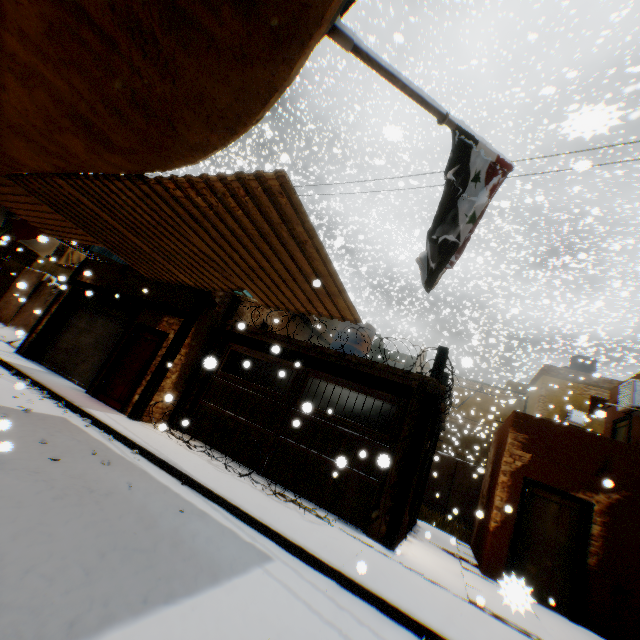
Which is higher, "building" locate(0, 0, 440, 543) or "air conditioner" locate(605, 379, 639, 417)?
"air conditioner" locate(605, 379, 639, 417)

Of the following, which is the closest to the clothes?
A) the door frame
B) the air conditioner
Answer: the door frame

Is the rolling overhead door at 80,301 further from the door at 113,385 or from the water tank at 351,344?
the water tank at 351,344

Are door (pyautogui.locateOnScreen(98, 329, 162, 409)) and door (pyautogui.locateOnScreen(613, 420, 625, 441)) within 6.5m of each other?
no

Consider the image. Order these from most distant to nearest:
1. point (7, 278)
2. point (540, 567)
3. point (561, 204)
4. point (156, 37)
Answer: point (561, 204), point (7, 278), point (540, 567), point (156, 37)

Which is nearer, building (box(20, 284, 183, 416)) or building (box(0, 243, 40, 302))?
building (box(20, 284, 183, 416))

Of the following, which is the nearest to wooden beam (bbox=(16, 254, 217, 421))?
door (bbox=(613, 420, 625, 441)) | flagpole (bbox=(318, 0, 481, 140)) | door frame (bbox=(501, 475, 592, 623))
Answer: door frame (bbox=(501, 475, 592, 623))

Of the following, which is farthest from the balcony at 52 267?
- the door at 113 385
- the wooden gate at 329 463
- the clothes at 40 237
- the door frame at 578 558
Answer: the door frame at 578 558
